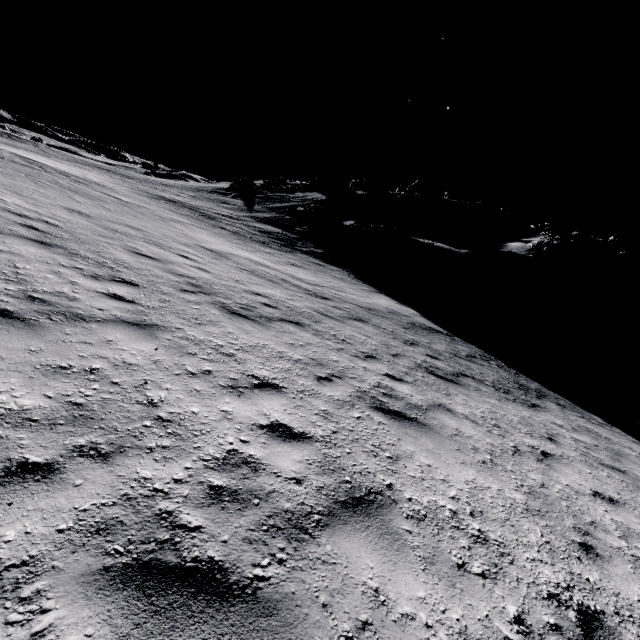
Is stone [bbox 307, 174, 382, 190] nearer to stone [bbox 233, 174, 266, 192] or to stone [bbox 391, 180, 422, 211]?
stone [bbox 391, 180, 422, 211]

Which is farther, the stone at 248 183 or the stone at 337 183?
the stone at 337 183

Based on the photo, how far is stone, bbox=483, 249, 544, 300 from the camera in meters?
23.4

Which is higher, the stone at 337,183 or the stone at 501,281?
the stone at 337,183

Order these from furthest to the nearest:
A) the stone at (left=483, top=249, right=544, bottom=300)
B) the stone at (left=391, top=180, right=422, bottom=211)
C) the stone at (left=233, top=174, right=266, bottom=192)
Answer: the stone at (left=233, top=174, right=266, bottom=192), the stone at (left=391, top=180, right=422, bottom=211), the stone at (left=483, top=249, right=544, bottom=300)

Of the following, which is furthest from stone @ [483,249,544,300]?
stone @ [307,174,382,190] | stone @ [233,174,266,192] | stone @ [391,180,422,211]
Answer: stone @ [233,174,266,192]

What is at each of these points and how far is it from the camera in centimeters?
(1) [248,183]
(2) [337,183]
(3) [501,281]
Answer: (1) stone, 5119cm
(2) stone, 5041cm
(3) stone, 2366cm

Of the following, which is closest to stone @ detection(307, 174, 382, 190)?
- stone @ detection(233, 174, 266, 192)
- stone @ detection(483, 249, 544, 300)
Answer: stone @ detection(233, 174, 266, 192)
